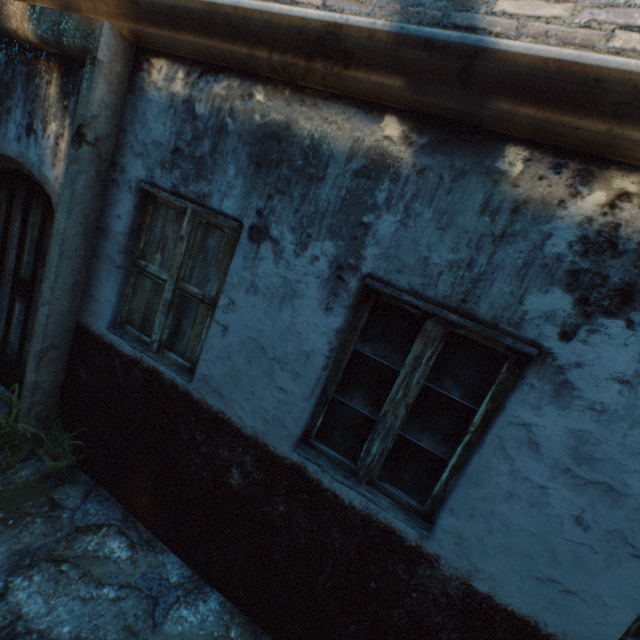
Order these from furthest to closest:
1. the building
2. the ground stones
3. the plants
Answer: the plants
the ground stones
the building

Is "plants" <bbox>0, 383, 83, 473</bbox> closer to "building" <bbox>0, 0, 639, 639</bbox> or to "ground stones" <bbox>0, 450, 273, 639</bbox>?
"ground stones" <bbox>0, 450, 273, 639</bbox>

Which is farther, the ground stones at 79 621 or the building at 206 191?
the ground stones at 79 621

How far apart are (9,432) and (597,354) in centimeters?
452cm

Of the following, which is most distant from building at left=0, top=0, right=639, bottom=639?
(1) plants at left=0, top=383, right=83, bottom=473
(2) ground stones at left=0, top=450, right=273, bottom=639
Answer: (1) plants at left=0, top=383, right=83, bottom=473

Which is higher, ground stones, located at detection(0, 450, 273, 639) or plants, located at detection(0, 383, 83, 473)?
plants, located at detection(0, 383, 83, 473)

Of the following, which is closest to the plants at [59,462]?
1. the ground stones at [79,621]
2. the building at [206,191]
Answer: the ground stones at [79,621]
